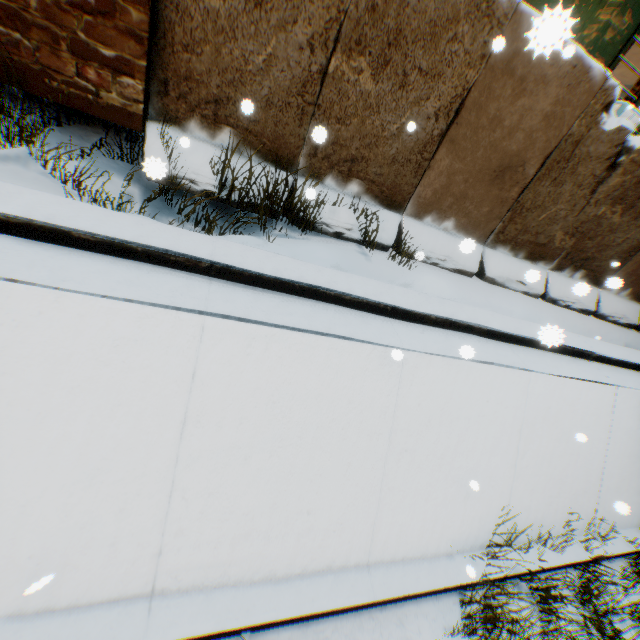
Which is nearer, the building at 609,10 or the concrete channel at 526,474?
the concrete channel at 526,474

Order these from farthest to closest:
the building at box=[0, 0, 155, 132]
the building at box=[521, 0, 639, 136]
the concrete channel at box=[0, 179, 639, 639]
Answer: the building at box=[521, 0, 639, 136] < the building at box=[0, 0, 155, 132] < the concrete channel at box=[0, 179, 639, 639]

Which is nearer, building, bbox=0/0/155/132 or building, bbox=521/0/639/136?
building, bbox=0/0/155/132

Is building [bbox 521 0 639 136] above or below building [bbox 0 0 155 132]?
above

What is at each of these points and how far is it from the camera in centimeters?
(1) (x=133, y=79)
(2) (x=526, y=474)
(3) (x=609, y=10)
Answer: (1) building, 363cm
(2) concrete channel, 451cm
(3) building, 652cm

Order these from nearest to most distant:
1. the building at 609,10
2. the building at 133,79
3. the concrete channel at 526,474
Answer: the concrete channel at 526,474 < the building at 133,79 < the building at 609,10

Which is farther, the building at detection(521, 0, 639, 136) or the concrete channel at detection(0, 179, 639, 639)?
the building at detection(521, 0, 639, 136)
